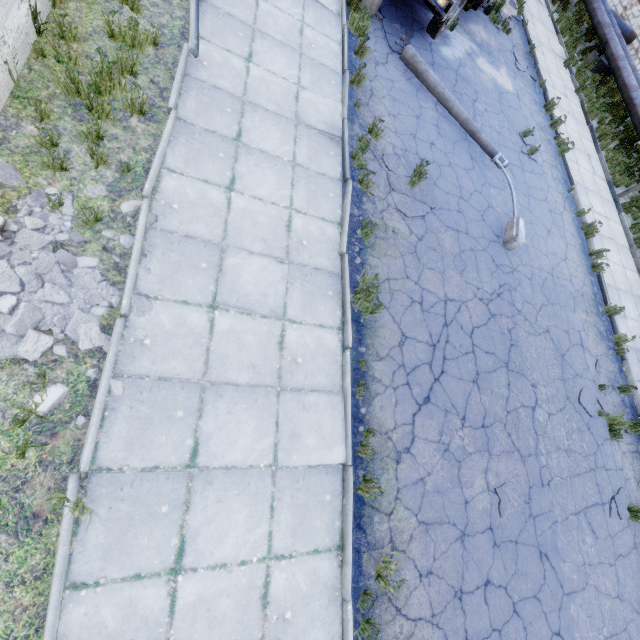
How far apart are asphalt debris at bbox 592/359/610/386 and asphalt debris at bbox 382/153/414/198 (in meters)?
5.84

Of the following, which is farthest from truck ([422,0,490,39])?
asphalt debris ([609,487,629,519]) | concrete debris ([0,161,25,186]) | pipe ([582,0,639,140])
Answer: asphalt debris ([609,487,629,519])

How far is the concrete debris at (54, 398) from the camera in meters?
3.3

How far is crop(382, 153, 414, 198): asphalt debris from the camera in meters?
6.8 m

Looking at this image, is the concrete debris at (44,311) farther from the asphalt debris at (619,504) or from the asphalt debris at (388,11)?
the asphalt debris at (619,504)

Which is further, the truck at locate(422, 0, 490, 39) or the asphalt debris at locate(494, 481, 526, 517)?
the truck at locate(422, 0, 490, 39)

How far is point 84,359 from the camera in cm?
357

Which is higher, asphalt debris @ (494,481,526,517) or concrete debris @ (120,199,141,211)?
asphalt debris @ (494,481,526,517)
